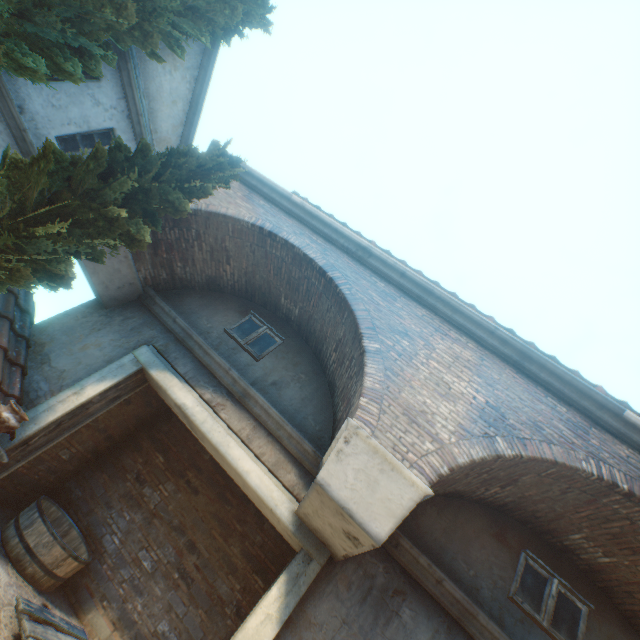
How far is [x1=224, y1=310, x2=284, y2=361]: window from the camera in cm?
630

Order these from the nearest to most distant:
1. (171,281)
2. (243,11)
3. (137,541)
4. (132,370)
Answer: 1. (132,370)
2. (137,541)
3. (171,281)
4. (243,11)

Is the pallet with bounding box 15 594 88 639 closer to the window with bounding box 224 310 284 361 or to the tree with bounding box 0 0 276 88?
the tree with bounding box 0 0 276 88

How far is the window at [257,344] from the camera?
6.30m

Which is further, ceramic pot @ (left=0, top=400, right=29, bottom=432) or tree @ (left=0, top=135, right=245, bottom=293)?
ceramic pot @ (left=0, top=400, right=29, bottom=432)

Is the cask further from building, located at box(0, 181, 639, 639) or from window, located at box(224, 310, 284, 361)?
window, located at box(224, 310, 284, 361)

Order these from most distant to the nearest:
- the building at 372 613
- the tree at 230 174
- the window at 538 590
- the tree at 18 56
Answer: the tree at 18 56
the window at 538 590
the building at 372 613
the tree at 230 174

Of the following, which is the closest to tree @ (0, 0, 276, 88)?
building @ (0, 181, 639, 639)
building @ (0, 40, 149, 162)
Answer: building @ (0, 40, 149, 162)
